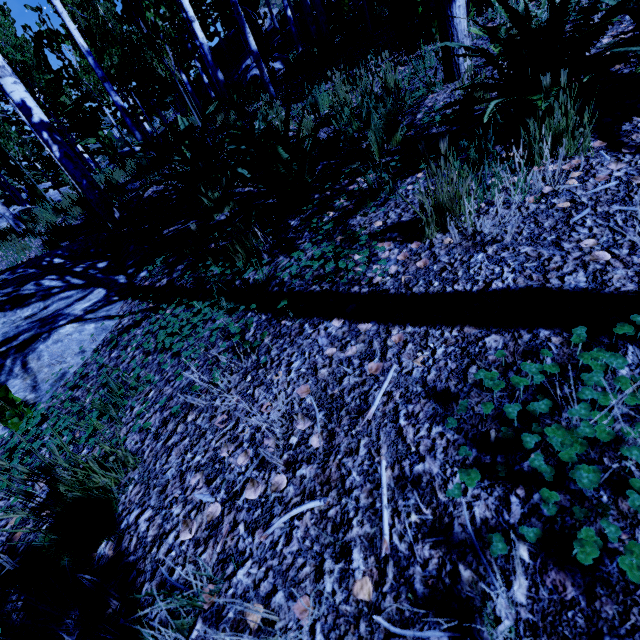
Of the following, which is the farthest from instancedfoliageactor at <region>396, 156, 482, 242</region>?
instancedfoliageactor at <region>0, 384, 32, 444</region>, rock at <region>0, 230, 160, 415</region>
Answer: instancedfoliageactor at <region>0, 384, 32, 444</region>

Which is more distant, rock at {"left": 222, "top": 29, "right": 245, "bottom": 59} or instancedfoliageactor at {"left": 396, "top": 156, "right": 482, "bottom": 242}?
rock at {"left": 222, "top": 29, "right": 245, "bottom": 59}

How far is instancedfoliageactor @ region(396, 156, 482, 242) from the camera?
1.35m

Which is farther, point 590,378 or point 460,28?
point 460,28

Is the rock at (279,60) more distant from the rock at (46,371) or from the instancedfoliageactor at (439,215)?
the rock at (46,371)

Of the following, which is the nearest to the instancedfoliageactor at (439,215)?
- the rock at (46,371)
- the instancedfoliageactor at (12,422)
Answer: the rock at (46,371)

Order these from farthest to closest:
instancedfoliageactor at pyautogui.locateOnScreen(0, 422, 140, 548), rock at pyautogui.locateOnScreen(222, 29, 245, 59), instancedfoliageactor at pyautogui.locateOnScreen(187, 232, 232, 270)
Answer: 1. rock at pyautogui.locateOnScreen(222, 29, 245, 59)
2. instancedfoliageactor at pyautogui.locateOnScreen(187, 232, 232, 270)
3. instancedfoliageactor at pyautogui.locateOnScreen(0, 422, 140, 548)
